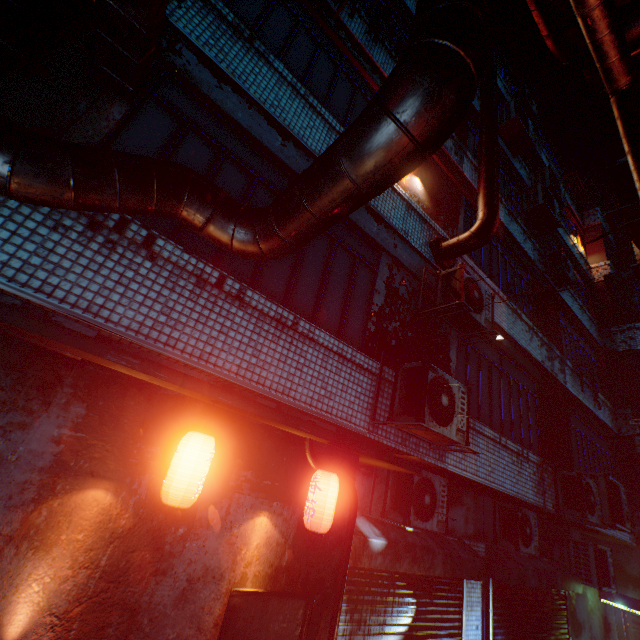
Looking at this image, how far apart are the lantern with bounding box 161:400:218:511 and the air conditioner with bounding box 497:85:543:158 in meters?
10.4 m

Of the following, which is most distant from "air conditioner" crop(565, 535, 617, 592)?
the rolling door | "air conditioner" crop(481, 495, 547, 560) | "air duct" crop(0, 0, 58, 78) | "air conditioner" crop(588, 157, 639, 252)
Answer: "air duct" crop(0, 0, 58, 78)

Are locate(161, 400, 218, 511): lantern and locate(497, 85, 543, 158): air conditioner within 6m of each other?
no

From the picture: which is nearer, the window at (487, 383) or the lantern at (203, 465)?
the lantern at (203, 465)

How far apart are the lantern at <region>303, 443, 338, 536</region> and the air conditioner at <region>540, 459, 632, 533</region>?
5.1m

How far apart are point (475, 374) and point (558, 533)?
6.1m

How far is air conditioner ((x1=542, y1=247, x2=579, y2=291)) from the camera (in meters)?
8.79

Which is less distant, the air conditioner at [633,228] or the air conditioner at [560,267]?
the air conditioner at [633,228]
